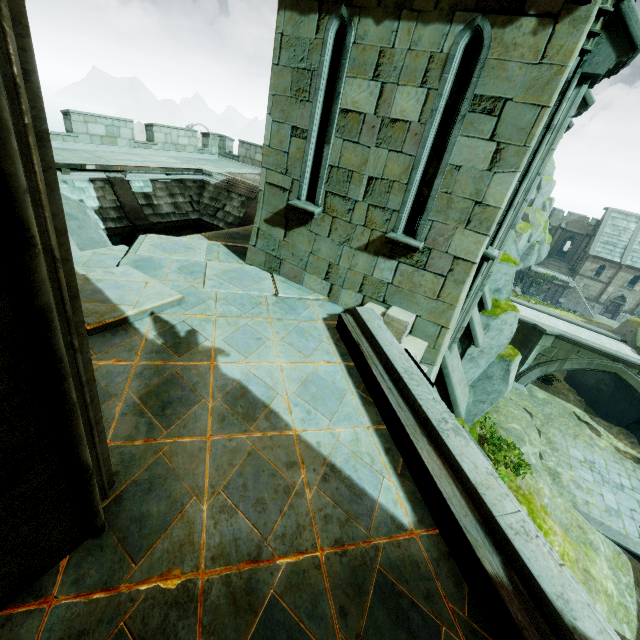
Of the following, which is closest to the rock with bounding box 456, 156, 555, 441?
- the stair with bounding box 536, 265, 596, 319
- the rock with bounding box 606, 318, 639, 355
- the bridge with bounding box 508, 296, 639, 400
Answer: the stair with bounding box 536, 265, 596, 319

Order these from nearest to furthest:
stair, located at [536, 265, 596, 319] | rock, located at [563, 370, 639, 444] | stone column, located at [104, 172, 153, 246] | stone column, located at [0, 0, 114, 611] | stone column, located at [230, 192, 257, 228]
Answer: stone column, located at [0, 0, 114, 611] → stone column, located at [104, 172, 153, 246] → stone column, located at [230, 192, 257, 228] → rock, located at [563, 370, 639, 444] → stair, located at [536, 265, 596, 319]

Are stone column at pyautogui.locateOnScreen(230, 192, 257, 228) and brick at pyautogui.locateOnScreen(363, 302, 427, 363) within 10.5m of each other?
yes

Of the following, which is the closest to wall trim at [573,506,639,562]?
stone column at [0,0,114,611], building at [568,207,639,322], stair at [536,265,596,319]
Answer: building at [568,207,639,322]

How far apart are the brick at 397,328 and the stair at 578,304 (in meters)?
52.22

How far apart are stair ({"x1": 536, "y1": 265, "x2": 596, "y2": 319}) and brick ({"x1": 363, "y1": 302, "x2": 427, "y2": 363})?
52.2 meters

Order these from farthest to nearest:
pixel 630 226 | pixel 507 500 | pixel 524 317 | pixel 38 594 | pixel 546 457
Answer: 1. pixel 630 226
2. pixel 524 317
3. pixel 546 457
4. pixel 507 500
5. pixel 38 594

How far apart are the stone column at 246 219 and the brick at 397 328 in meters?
9.8 m
